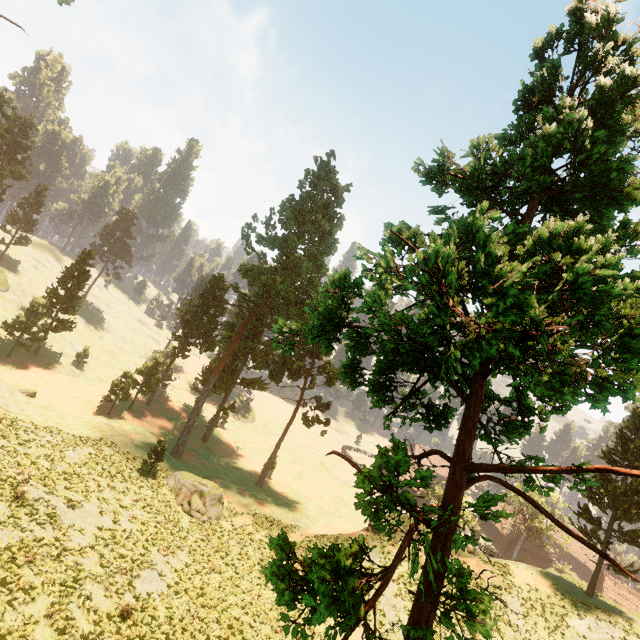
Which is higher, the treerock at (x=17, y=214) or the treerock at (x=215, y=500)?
the treerock at (x=17, y=214)

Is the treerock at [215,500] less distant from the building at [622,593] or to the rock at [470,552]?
the building at [622,593]

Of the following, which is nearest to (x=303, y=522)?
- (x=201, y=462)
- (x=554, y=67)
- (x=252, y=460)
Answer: (x=201, y=462)

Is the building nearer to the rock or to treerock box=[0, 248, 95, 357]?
treerock box=[0, 248, 95, 357]

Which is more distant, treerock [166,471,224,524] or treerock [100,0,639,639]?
treerock [166,471,224,524]
